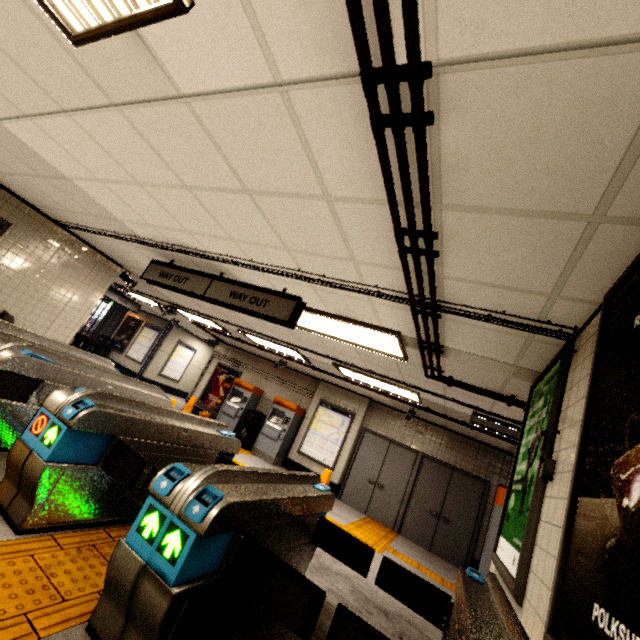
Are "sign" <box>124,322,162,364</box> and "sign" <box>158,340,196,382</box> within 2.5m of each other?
yes

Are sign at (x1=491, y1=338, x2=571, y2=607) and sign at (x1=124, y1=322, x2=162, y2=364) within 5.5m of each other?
no

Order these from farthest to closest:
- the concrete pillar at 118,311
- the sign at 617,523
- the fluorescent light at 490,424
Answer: the concrete pillar at 118,311 < the fluorescent light at 490,424 < the sign at 617,523

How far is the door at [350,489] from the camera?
8.7m

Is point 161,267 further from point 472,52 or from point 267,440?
point 267,440

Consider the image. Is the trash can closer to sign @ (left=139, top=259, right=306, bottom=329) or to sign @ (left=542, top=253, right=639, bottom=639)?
sign @ (left=139, top=259, right=306, bottom=329)

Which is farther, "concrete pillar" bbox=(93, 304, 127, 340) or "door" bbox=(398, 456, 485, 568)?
"concrete pillar" bbox=(93, 304, 127, 340)

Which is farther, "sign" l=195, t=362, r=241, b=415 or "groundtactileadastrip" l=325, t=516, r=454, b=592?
"sign" l=195, t=362, r=241, b=415
